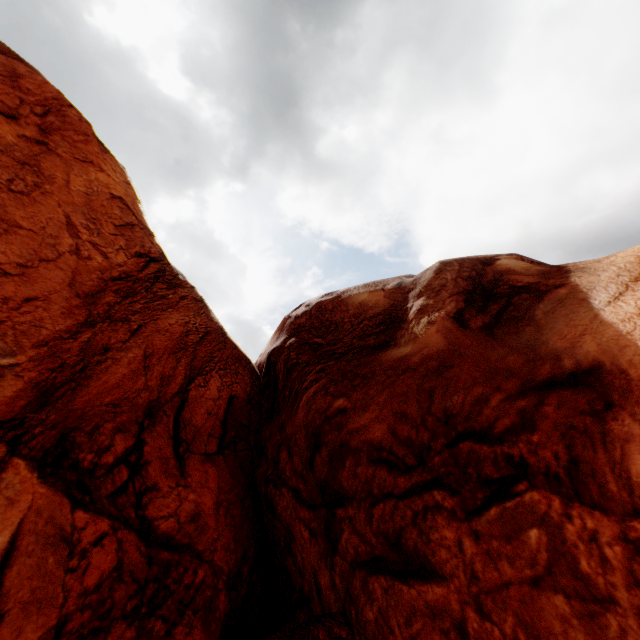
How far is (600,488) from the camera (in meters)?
4.69
